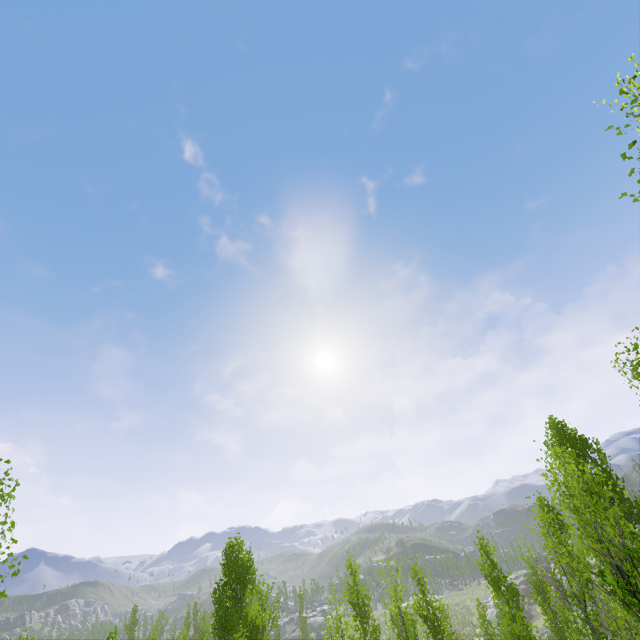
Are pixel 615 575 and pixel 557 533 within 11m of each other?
yes

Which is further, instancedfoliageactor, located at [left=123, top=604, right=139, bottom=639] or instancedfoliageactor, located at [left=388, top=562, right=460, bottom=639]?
instancedfoliageactor, located at [left=123, top=604, right=139, bottom=639]

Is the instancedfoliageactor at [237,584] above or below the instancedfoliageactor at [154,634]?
above

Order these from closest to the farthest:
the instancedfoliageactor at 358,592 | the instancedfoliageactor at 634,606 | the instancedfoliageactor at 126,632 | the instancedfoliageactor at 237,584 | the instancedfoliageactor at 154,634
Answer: the instancedfoliageactor at 634,606
the instancedfoliageactor at 358,592
the instancedfoliageactor at 237,584
the instancedfoliageactor at 154,634
the instancedfoliageactor at 126,632

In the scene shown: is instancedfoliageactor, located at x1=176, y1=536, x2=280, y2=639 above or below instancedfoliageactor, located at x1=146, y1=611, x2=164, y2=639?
above
